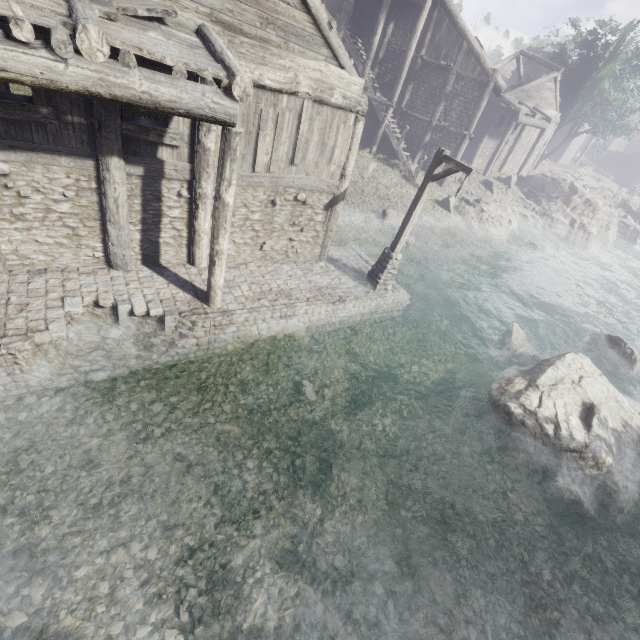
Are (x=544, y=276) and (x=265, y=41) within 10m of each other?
no

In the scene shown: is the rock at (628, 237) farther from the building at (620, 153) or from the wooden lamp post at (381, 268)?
the wooden lamp post at (381, 268)

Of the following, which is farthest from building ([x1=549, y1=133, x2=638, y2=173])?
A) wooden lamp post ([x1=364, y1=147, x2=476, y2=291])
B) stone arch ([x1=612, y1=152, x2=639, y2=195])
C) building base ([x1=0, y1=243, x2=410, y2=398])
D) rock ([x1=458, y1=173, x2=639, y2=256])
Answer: stone arch ([x1=612, y1=152, x2=639, y2=195])

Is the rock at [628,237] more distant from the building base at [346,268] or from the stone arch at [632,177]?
the building base at [346,268]

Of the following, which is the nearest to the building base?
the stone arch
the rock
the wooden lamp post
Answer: the wooden lamp post

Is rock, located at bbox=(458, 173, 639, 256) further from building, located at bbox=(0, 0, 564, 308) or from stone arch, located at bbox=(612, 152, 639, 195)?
stone arch, located at bbox=(612, 152, 639, 195)

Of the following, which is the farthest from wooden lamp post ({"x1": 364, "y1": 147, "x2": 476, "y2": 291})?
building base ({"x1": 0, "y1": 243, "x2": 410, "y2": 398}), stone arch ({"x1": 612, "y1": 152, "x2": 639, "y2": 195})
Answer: stone arch ({"x1": 612, "y1": 152, "x2": 639, "y2": 195})

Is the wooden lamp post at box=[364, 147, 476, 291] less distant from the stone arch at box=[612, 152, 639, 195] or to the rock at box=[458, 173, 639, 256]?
the rock at box=[458, 173, 639, 256]
